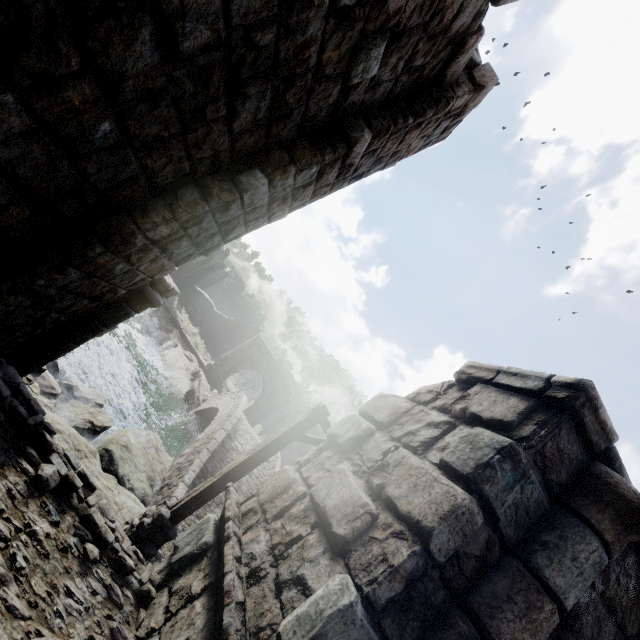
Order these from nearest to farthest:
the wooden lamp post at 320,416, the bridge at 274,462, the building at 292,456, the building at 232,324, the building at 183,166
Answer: the building at 183,166, the wooden lamp post at 320,416, the bridge at 274,462, the building at 232,324, the building at 292,456

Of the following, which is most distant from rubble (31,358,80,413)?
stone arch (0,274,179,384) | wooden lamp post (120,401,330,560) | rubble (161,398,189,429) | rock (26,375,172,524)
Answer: rubble (161,398,189,429)

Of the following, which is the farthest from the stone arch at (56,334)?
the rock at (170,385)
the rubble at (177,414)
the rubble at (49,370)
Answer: the rubble at (177,414)

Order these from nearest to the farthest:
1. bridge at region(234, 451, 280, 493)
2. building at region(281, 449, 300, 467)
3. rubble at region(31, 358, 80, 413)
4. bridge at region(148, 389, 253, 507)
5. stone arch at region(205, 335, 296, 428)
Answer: rubble at region(31, 358, 80, 413) → bridge at region(148, 389, 253, 507) → bridge at region(234, 451, 280, 493) → stone arch at region(205, 335, 296, 428) → building at region(281, 449, 300, 467)

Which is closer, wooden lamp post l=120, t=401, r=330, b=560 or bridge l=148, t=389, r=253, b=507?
wooden lamp post l=120, t=401, r=330, b=560

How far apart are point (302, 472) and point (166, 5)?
4.7 meters

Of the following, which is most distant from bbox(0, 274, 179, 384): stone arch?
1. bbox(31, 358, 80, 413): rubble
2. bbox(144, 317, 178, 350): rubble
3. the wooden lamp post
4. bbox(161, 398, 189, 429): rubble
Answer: bbox(161, 398, 189, 429): rubble

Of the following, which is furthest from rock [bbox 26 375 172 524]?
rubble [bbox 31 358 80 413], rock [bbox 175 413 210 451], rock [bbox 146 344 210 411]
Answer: rock [bbox 146 344 210 411]
